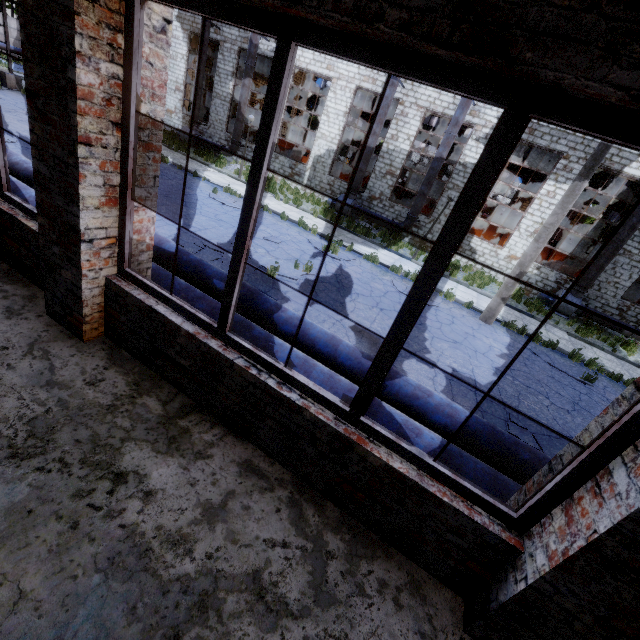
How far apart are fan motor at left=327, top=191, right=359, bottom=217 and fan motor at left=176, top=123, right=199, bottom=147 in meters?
11.3 m

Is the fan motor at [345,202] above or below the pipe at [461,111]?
below

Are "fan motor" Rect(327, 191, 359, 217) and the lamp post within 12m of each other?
yes

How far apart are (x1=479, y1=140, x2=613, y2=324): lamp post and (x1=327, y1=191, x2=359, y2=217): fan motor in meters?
10.9

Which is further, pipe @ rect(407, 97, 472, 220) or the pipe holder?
the pipe holder

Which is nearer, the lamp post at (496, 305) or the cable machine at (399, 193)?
the lamp post at (496, 305)

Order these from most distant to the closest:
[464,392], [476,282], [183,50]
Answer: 1. [183,50]
2. [476,282]
3. [464,392]

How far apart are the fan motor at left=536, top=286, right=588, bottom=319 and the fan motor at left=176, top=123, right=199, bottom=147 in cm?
2479
